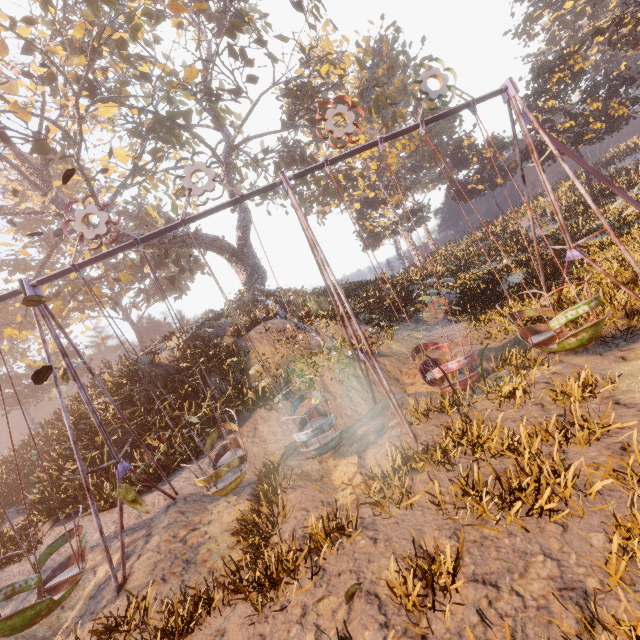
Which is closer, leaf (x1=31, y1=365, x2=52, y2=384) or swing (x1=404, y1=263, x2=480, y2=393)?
leaf (x1=31, y1=365, x2=52, y2=384)

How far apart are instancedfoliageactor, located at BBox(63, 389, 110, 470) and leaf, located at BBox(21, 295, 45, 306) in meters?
10.3 m

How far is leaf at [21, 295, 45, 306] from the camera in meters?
5.2

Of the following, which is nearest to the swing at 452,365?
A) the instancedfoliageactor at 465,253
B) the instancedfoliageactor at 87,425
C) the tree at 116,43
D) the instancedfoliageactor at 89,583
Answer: the instancedfoliageactor at 89,583

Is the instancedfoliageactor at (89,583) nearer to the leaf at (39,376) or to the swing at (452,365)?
the swing at (452,365)

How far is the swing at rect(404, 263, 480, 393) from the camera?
6.7 meters

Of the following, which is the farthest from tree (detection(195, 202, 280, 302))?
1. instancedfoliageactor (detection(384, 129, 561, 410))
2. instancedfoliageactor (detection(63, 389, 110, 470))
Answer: instancedfoliageactor (detection(63, 389, 110, 470))

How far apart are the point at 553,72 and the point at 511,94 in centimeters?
2732cm
